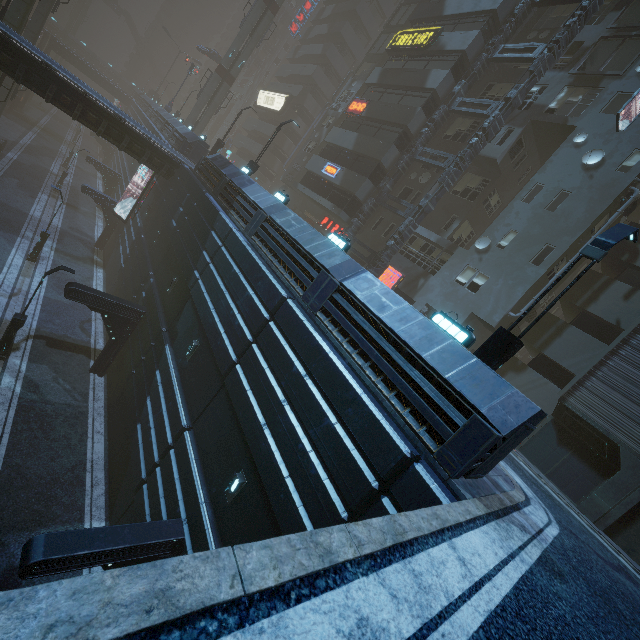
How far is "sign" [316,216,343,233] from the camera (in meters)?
28.84

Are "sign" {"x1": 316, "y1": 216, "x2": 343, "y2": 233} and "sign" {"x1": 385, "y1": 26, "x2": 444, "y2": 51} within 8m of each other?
no

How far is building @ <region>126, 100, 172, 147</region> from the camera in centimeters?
3203cm

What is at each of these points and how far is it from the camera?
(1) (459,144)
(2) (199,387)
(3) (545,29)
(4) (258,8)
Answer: (1) building, 23.7m
(2) building, 12.0m
(3) building, 22.2m
(4) sm, 36.0m

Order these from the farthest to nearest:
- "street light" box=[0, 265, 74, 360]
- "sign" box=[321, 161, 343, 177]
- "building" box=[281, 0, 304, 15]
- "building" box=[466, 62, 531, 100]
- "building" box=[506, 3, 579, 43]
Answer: "building" box=[281, 0, 304, 15] → "sign" box=[321, 161, 343, 177] → "building" box=[466, 62, 531, 100] → "building" box=[506, 3, 579, 43] → "street light" box=[0, 265, 74, 360]

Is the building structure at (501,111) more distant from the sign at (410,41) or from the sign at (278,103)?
the sign at (278,103)

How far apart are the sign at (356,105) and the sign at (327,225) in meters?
8.5
